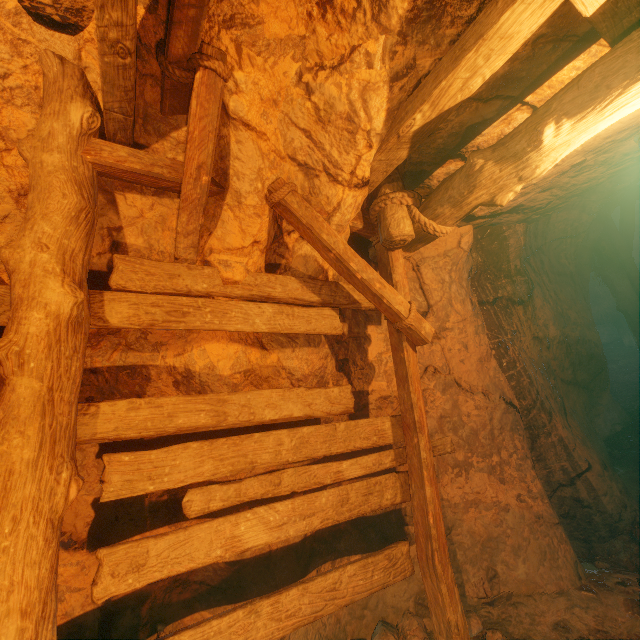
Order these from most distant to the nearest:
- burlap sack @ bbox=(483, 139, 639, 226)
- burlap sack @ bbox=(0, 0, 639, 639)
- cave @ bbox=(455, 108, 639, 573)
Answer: cave @ bbox=(455, 108, 639, 573) < burlap sack @ bbox=(483, 139, 639, 226) < burlap sack @ bbox=(0, 0, 639, 639)

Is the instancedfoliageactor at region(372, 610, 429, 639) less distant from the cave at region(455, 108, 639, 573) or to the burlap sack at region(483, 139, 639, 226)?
the burlap sack at region(483, 139, 639, 226)

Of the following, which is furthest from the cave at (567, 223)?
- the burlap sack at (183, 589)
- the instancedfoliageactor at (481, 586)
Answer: the instancedfoliageactor at (481, 586)

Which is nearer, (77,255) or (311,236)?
(77,255)

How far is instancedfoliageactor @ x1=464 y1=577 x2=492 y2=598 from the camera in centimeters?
328cm

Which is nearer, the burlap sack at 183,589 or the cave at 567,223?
the burlap sack at 183,589

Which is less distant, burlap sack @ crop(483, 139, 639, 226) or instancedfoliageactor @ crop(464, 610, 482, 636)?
instancedfoliageactor @ crop(464, 610, 482, 636)

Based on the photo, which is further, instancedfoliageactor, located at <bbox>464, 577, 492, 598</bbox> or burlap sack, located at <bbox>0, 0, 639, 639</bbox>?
instancedfoliageactor, located at <bbox>464, 577, 492, 598</bbox>
